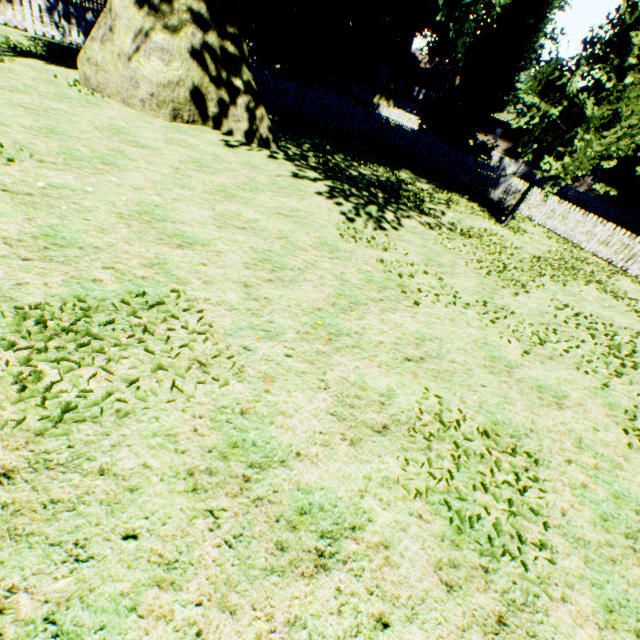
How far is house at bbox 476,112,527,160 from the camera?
38.69m

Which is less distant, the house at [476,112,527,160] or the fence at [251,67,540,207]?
the fence at [251,67,540,207]

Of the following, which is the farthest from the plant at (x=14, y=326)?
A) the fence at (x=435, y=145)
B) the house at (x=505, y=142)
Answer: the house at (x=505, y=142)

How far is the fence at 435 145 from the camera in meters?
16.7 m

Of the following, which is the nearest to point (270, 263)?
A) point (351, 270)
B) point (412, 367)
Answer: point (351, 270)

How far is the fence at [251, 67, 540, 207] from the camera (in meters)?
16.72

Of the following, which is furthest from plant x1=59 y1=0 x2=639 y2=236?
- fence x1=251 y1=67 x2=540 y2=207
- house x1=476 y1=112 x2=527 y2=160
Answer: house x1=476 y1=112 x2=527 y2=160
